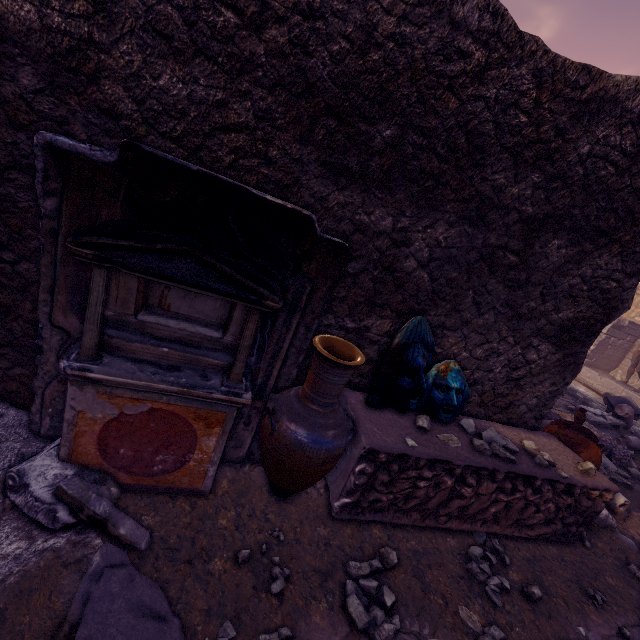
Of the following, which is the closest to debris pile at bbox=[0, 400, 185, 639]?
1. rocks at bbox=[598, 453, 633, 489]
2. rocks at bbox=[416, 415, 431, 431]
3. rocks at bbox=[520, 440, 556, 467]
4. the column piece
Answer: rocks at bbox=[416, 415, 431, 431]

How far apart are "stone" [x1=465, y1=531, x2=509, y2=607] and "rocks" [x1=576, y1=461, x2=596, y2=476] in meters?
1.1

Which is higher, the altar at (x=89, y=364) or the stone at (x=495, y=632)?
the altar at (x=89, y=364)

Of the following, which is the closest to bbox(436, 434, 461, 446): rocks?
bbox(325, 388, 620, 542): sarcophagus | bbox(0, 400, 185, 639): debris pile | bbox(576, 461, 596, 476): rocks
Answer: bbox(325, 388, 620, 542): sarcophagus

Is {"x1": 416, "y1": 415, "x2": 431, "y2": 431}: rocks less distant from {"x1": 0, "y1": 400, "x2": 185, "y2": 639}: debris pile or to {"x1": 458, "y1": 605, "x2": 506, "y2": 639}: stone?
{"x1": 458, "y1": 605, "x2": 506, "y2": 639}: stone

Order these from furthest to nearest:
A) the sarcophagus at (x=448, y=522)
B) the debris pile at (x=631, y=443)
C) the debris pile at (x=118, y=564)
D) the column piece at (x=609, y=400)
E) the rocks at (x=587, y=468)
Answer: the column piece at (x=609, y=400) < the debris pile at (x=631, y=443) < the rocks at (x=587, y=468) < the sarcophagus at (x=448, y=522) < the debris pile at (x=118, y=564)

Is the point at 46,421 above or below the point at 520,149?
below

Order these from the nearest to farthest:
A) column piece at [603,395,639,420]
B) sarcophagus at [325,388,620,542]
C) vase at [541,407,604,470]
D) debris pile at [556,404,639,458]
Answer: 1. sarcophagus at [325,388,620,542]
2. vase at [541,407,604,470]
3. debris pile at [556,404,639,458]
4. column piece at [603,395,639,420]
